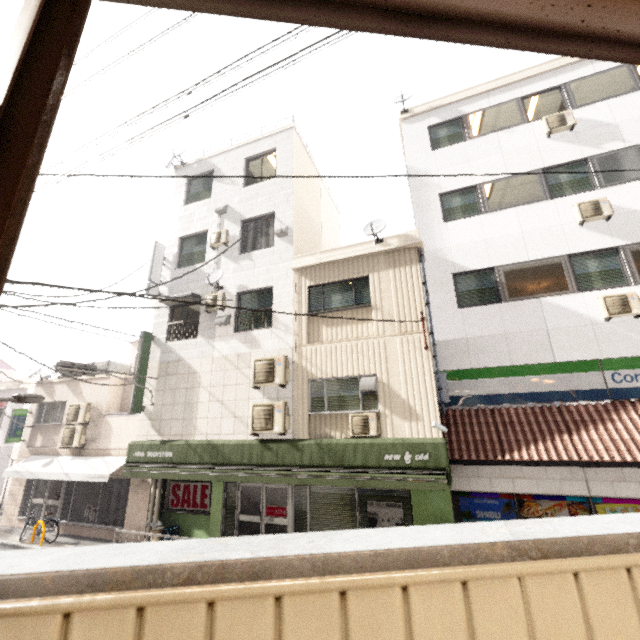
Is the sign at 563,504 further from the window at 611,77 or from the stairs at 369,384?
the window at 611,77

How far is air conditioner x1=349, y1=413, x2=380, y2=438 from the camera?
8.4m

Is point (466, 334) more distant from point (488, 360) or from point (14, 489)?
point (14, 489)

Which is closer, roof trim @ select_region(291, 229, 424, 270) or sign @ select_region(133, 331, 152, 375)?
roof trim @ select_region(291, 229, 424, 270)

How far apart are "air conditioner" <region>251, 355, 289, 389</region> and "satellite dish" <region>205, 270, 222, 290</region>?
A: 3.1 meters

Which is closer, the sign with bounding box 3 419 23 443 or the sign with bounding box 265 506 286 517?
the sign with bounding box 265 506 286 517

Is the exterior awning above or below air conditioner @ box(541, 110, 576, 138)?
below

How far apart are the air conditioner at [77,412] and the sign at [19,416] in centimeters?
287cm
